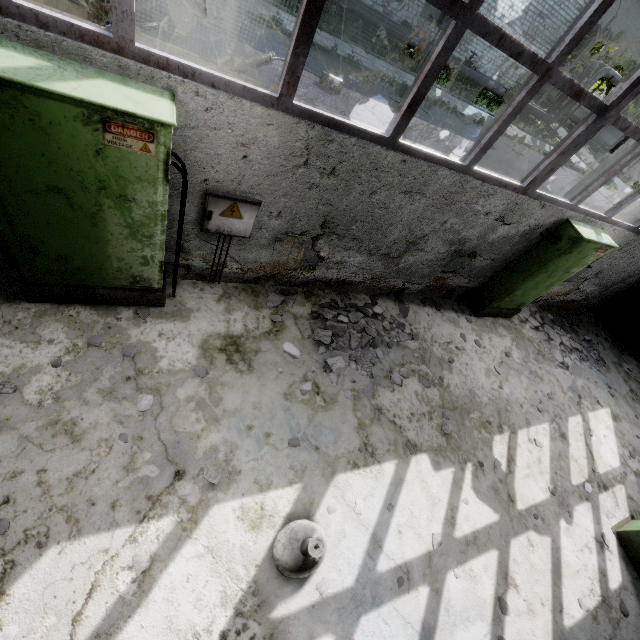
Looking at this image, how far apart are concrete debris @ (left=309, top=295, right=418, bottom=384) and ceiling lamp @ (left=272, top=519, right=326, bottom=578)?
1.8 meters

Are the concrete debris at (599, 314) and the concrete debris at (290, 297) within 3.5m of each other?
no

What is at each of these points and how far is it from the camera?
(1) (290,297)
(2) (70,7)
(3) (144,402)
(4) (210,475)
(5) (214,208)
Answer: (1) concrete debris, 5.3 meters
(2) truck, 5.8 meters
(3) concrete debris, 3.6 meters
(4) concrete debris, 3.4 meters
(5) power box, 3.7 meters

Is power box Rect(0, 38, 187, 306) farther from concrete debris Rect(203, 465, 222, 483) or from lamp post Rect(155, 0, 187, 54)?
lamp post Rect(155, 0, 187, 54)

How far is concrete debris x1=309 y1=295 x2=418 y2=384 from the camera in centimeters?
502cm

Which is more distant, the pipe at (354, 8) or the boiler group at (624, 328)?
the pipe at (354, 8)

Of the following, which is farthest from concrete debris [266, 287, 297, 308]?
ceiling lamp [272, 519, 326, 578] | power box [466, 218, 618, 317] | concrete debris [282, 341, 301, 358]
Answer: power box [466, 218, 618, 317]

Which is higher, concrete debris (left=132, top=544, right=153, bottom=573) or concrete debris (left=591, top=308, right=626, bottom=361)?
concrete debris (left=132, top=544, right=153, bottom=573)
